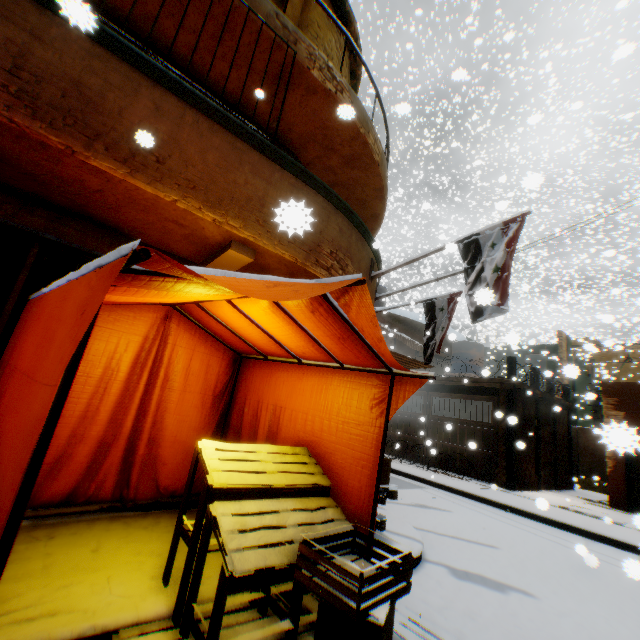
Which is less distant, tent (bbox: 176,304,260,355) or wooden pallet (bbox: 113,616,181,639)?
wooden pallet (bbox: 113,616,181,639)

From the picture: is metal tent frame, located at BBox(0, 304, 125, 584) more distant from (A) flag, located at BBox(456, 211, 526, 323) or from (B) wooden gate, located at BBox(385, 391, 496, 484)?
(A) flag, located at BBox(456, 211, 526, 323)

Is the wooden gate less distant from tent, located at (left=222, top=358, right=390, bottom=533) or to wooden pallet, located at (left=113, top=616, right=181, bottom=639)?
tent, located at (left=222, top=358, right=390, bottom=533)

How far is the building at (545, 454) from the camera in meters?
12.3

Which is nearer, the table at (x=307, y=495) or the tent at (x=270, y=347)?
the table at (x=307, y=495)

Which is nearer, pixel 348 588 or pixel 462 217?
pixel 348 588

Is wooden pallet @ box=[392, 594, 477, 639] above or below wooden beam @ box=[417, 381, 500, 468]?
below
